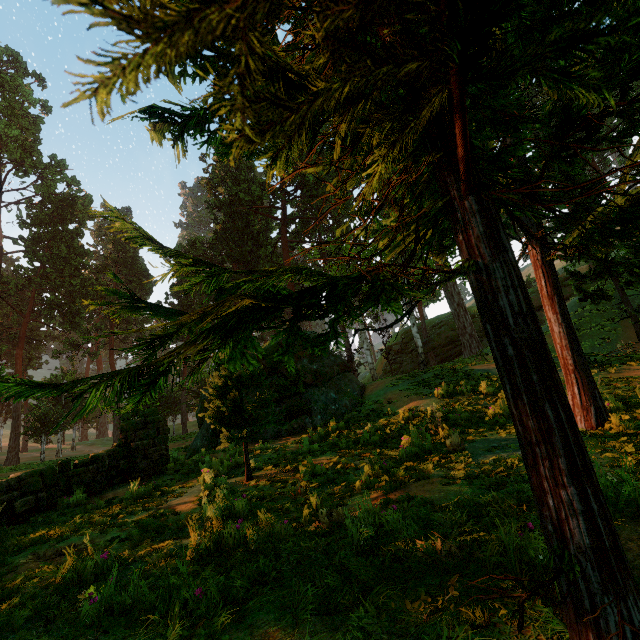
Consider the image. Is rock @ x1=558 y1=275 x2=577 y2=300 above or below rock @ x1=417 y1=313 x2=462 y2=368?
above

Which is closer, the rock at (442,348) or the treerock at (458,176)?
the treerock at (458,176)

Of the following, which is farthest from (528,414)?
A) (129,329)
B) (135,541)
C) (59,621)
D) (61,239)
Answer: (61,239)

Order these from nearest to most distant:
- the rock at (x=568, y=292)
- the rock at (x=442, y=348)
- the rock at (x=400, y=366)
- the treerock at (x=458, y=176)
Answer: the treerock at (x=458, y=176)
the rock at (x=568, y=292)
the rock at (x=442, y=348)
the rock at (x=400, y=366)

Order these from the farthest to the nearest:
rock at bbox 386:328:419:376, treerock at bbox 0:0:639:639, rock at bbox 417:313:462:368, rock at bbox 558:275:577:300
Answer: rock at bbox 386:328:419:376 → rock at bbox 417:313:462:368 → rock at bbox 558:275:577:300 → treerock at bbox 0:0:639:639

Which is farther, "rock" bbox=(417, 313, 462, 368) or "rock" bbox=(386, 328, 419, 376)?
"rock" bbox=(386, 328, 419, 376)

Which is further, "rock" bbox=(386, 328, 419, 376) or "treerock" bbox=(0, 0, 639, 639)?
"rock" bbox=(386, 328, 419, 376)

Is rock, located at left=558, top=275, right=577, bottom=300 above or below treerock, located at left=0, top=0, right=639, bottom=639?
above
